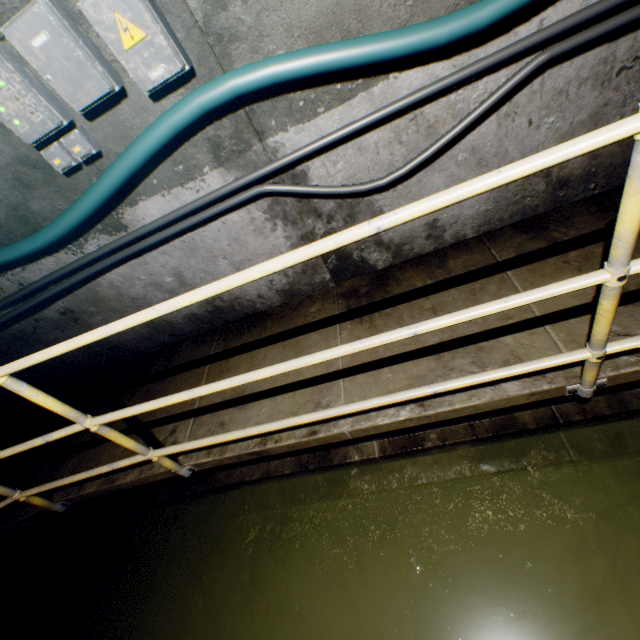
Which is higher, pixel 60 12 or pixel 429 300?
pixel 60 12

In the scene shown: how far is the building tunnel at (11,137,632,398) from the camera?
2.3m

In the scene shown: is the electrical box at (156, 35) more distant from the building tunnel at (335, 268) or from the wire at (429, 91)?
the wire at (429, 91)

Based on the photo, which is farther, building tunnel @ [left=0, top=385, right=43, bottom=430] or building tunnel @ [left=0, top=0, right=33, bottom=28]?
building tunnel @ [left=0, top=385, right=43, bottom=430]

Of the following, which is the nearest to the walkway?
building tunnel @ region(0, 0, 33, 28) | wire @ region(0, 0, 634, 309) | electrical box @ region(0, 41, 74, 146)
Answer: building tunnel @ region(0, 0, 33, 28)

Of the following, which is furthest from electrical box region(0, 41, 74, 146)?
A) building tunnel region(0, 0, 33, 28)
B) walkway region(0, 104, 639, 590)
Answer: walkway region(0, 104, 639, 590)

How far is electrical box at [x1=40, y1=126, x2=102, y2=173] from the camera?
1.9m

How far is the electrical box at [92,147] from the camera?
1.91m
